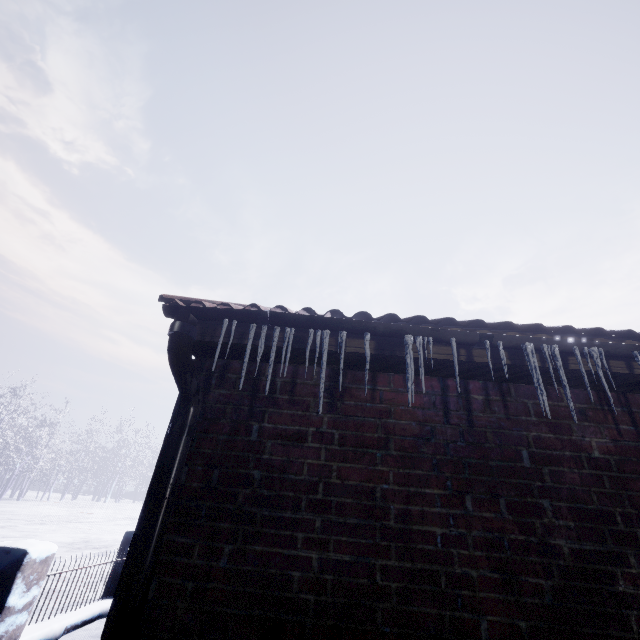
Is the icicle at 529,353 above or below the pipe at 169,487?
above

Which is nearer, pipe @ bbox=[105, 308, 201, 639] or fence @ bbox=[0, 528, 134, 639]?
pipe @ bbox=[105, 308, 201, 639]

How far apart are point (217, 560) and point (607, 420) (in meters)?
1.92

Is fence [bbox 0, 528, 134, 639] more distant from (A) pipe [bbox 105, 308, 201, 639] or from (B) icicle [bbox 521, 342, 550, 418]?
(B) icicle [bbox 521, 342, 550, 418]

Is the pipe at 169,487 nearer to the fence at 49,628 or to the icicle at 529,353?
the icicle at 529,353

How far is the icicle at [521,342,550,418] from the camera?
1.3 meters

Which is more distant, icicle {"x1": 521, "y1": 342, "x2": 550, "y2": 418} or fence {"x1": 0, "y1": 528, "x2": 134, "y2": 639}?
fence {"x1": 0, "y1": 528, "x2": 134, "y2": 639}
